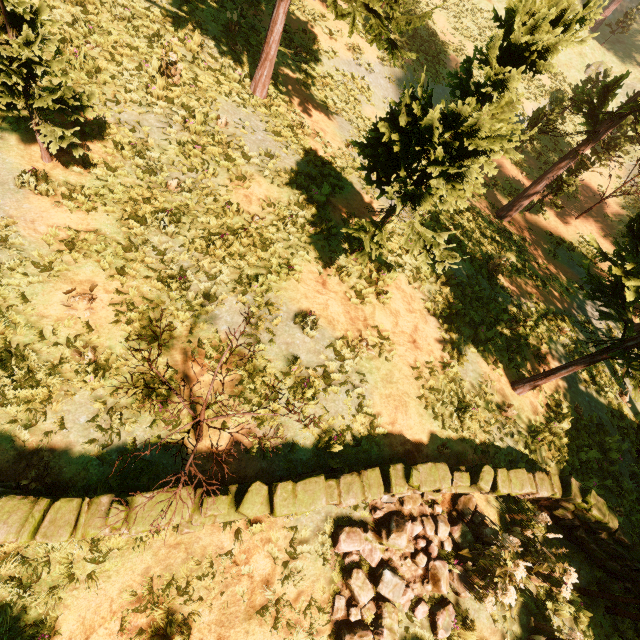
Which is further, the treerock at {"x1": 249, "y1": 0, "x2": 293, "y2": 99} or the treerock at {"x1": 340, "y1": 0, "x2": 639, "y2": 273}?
the treerock at {"x1": 249, "y1": 0, "x2": 293, "y2": 99}

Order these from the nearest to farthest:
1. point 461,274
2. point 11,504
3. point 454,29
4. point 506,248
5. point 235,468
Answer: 1. point 11,504
2. point 235,468
3. point 461,274
4. point 506,248
5. point 454,29

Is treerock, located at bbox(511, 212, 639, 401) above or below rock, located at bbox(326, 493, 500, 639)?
above

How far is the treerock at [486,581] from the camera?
5.6m

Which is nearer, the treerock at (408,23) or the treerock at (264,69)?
the treerock at (408,23)

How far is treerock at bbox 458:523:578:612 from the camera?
5.6 meters
